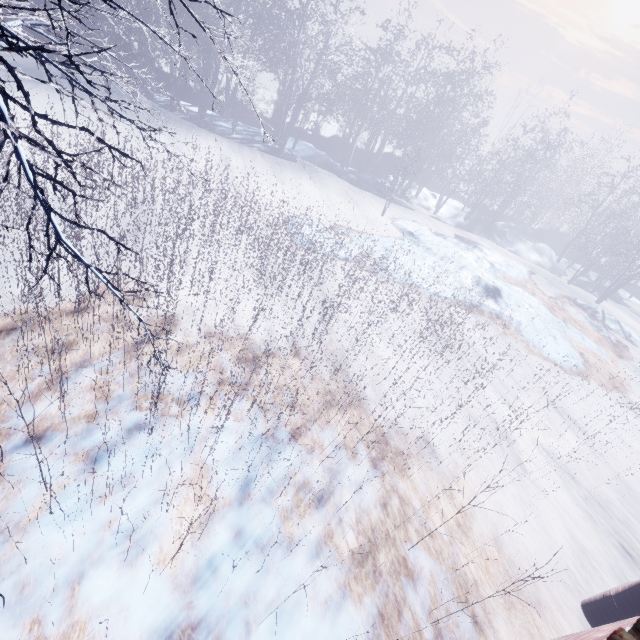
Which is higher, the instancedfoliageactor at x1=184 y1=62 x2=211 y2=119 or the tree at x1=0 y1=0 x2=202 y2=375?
the tree at x1=0 y1=0 x2=202 y2=375

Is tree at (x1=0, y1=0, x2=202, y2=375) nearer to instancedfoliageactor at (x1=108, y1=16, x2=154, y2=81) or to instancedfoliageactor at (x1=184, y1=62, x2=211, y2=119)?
instancedfoliageactor at (x1=108, y1=16, x2=154, y2=81)

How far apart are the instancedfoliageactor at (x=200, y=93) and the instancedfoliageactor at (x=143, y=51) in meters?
2.0

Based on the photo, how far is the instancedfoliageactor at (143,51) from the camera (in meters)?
9.63

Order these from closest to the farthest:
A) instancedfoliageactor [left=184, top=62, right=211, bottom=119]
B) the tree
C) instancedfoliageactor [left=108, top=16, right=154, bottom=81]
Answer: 1. the tree
2. instancedfoliageactor [left=108, top=16, right=154, bottom=81]
3. instancedfoliageactor [left=184, top=62, right=211, bottom=119]

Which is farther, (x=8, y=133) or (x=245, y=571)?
(x=245, y=571)

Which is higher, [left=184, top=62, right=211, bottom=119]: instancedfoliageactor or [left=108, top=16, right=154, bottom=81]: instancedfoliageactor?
[left=108, top=16, right=154, bottom=81]: instancedfoliageactor

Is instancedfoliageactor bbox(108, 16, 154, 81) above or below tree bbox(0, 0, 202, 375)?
below
